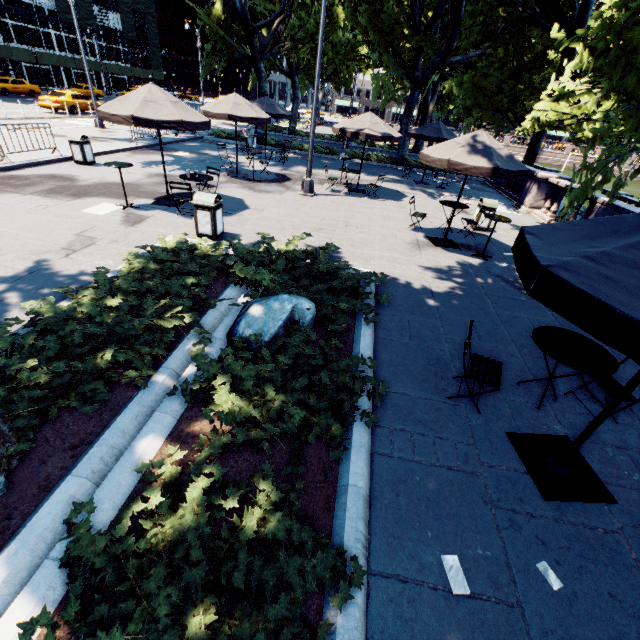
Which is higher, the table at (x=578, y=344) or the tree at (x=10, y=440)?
the table at (x=578, y=344)

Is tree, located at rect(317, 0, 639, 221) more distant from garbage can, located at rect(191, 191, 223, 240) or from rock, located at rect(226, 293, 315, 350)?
garbage can, located at rect(191, 191, 223, 240)

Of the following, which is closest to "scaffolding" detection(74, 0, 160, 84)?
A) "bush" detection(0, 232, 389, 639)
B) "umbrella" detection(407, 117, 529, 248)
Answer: "bush" detection(0, 232, 389, 639)

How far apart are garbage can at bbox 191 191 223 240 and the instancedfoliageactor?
7.5 meters

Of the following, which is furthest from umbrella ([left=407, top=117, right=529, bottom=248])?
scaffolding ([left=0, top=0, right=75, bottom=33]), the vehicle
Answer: scaffolding ([left=0, top=0, right=75, bottom=33])

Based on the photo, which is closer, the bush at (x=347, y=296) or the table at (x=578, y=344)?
the bush at (x=347, y=296)

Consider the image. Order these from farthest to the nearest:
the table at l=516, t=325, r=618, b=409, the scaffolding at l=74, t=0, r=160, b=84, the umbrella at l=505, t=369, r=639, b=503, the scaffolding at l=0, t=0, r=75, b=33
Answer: the scaffolding at l=74, t=0, r=160, b=84 → the scaffolding at l=0, t=0, r=75, b=33 → the table at l=516, t=325, r=618, b=409 → the umbrella at l=505, t=369, r=639, b=503

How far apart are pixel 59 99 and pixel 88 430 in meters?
32.3
